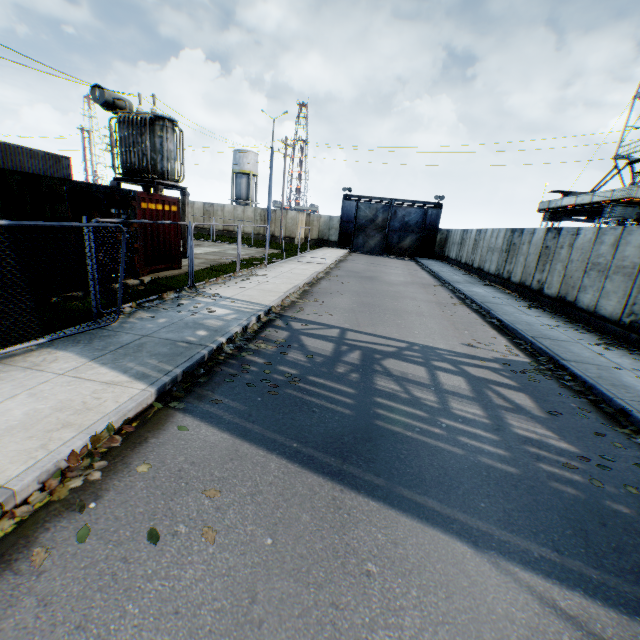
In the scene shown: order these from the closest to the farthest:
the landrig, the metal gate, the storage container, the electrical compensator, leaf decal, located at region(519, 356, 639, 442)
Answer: leaf decal, located at region(519, 356, 639, 442) → the storage container → the electrical compensator → the landrig → the metal gate

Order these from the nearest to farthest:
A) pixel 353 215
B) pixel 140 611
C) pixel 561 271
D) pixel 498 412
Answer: pixel 140 611 < pixel 498 412 < pixel 561 271 < pixel 353 215

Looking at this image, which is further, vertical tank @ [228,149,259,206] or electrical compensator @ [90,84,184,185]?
vertical tank @ [228,149,259,206]

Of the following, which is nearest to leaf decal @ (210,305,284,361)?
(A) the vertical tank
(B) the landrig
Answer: (B) the landrig

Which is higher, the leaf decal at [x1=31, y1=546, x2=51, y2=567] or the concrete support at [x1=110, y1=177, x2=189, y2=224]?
the concrete support at [x1=110, y1=177, x2=189, y2=224]

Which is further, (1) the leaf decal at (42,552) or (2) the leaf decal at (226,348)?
(2) the leaf decal at (226,348)

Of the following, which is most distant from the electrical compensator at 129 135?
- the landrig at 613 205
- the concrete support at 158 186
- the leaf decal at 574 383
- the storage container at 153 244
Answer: the landrig at 613 205

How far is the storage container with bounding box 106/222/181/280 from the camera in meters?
11.1 m
